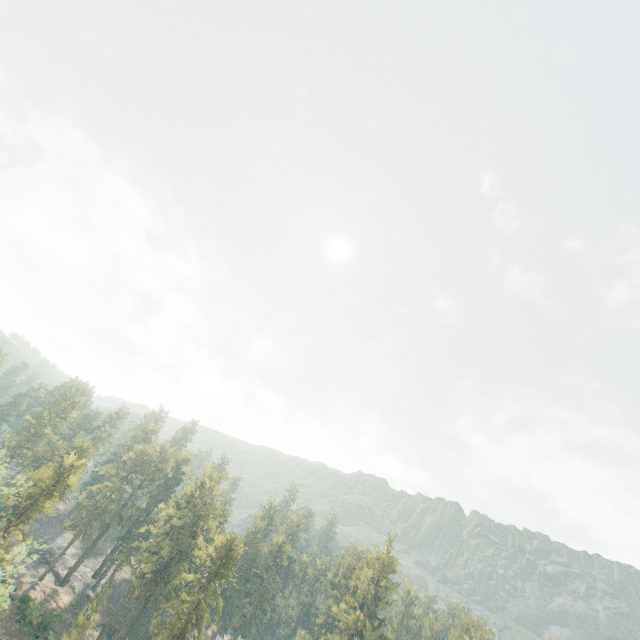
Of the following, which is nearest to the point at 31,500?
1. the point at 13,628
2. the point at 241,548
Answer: the point at 13,628

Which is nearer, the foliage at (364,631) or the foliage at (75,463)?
the foliage at (75,463)

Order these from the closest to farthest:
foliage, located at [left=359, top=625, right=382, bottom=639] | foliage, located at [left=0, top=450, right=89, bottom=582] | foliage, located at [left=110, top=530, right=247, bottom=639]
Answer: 1. foliage, located at [left=0, top=450, right=89, bottom=582]
2. foliage, located at [left=110, top=530, right=247, bottom=639]
3. foliage, located at [left=359, top=625, right=382, bottom=639]

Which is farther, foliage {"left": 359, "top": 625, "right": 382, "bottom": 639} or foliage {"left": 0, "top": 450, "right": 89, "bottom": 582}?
foliage {"left": 359, "top": 625, "right": 382, "bottom": 639}

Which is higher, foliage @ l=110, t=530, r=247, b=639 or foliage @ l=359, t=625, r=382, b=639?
foliage @ l=359, t=625, r=382, b=639
